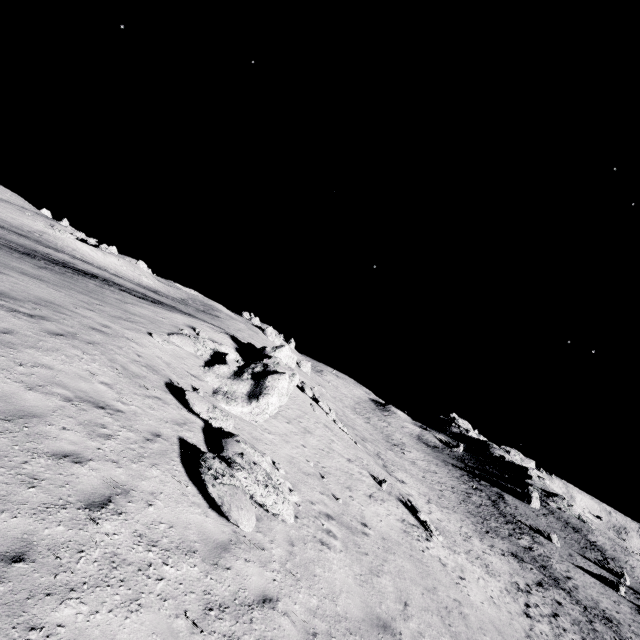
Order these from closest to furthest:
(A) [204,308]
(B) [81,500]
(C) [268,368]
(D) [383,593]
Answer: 1. (B) [81,500]
2. (D) [383,593]
3. (C) [268,368]
4. (A) [204,308]

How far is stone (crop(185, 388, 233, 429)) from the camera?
9.86m

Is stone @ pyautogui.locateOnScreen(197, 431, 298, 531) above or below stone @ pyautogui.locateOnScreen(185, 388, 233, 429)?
below

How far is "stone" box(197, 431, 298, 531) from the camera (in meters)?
6.60

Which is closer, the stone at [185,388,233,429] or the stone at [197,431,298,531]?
the stone at [197,431,298,531]

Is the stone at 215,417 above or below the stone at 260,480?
above

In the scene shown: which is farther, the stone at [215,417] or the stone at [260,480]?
the stone at [215,417]
